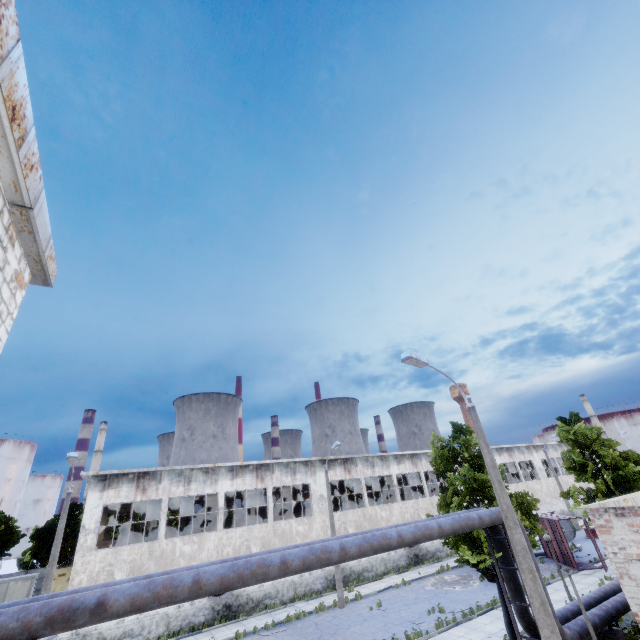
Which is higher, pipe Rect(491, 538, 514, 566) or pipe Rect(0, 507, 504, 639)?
pipe Rect(0, 507, 504, 639)

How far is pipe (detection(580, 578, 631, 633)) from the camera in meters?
12.7 m

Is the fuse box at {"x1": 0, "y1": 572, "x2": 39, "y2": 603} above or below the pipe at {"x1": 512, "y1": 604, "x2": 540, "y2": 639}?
above

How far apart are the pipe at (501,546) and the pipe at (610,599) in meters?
0.4

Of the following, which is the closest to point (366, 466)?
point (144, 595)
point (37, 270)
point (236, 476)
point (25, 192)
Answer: point (236, 476)

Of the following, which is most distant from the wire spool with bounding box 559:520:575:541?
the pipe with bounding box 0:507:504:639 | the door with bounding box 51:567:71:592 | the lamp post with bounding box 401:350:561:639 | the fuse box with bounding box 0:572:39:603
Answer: the fuse box with bounding box 0:572:39:603
